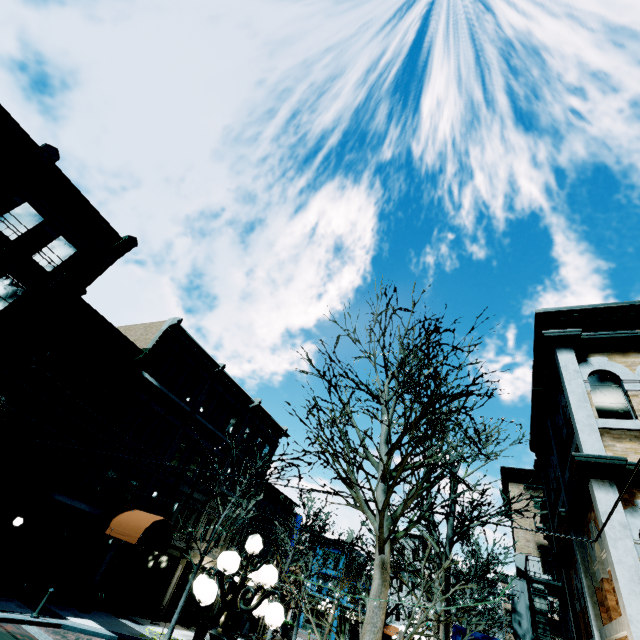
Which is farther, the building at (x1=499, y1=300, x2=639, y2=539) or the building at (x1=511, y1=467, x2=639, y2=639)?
the building at (x1=499, y1=300, x2=639, y2=539)

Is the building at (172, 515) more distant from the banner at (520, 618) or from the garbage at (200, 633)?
the garbage at (200, 633)

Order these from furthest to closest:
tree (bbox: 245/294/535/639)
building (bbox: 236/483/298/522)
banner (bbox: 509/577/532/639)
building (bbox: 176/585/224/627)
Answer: building (bbox: 236/483/298/522) < building (bbox: 176/585/224/627) < banner (bbox: 509/577/532/639) < tree (bbox: 245/294/535/639)

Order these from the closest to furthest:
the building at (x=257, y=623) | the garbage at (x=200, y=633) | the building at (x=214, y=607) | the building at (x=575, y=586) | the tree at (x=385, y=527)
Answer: the building at (x=575, y=586)
the tree at (x=385, y=527)
the garbage at (x=200, y=633)
the building at (x=214, y=607)
the building at (x=257, y=623)

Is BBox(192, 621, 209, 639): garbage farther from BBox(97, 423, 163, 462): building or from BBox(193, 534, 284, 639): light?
BBox(193, 534, 284, 639): light

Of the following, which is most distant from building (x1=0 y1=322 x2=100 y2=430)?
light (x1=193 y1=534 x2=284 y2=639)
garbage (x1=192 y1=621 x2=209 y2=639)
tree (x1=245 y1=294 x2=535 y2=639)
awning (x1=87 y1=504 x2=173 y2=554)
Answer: light (x1=193 y1=534 x2=284 y2=639)

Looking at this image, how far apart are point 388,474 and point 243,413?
22.3m

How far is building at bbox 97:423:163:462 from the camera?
17.1m
